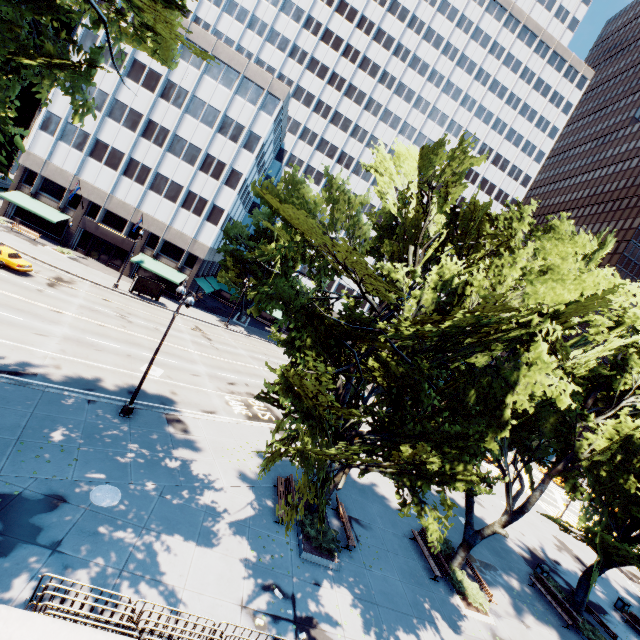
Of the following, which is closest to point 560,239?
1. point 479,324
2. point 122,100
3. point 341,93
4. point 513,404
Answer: point 479,324

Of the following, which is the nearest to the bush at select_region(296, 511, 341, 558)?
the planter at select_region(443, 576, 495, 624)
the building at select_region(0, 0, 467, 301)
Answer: the planter at select_region(443, 576, 495, 624)

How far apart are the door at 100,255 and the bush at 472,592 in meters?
49.9 m

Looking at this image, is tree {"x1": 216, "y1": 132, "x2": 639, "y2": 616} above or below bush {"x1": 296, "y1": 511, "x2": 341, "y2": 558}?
above

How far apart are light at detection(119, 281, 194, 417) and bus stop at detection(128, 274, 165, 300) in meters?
24.3

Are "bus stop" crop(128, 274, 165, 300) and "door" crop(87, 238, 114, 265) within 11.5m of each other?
yes

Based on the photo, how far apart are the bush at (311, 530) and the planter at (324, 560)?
0.2 meters

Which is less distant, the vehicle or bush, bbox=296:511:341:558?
bush, bbox=296:511:341:558
